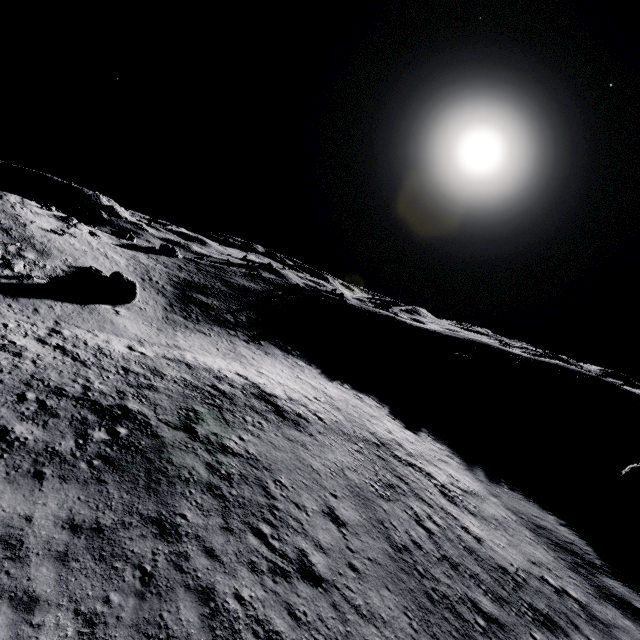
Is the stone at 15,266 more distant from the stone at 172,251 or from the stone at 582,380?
the stone at 582,380

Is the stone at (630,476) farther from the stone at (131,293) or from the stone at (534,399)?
the stone at (131,293)

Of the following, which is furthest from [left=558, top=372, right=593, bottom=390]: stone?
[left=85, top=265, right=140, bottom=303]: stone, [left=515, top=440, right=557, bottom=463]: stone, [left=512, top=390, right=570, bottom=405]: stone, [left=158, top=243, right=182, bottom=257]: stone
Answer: [left=158, top=243, right=182, bottom=257]: stone

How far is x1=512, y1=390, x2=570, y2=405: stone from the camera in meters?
38.2 m

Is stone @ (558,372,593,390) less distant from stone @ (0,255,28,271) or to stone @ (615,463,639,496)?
stone @ (615,463,639,496)

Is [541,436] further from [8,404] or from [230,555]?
[8,404]

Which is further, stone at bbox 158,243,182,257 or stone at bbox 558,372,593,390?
stone at bbox 158,243,182,257

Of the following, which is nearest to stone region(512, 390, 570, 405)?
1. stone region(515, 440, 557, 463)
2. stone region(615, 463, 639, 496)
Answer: stone region(515, 440, 557, 463)
